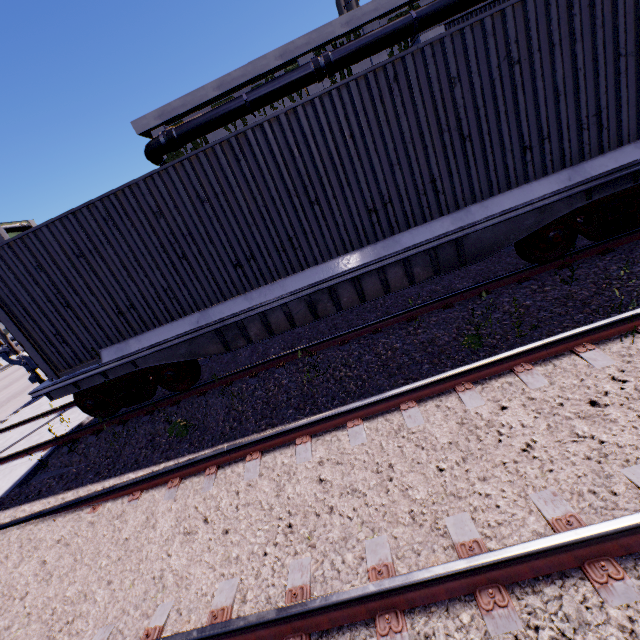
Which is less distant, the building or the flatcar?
the flatcar

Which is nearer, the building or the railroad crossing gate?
the railroad crossing gate

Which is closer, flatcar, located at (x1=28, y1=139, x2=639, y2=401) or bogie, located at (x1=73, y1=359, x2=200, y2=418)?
flatcar, located at (x1=28, y1=139, x2=639, y2=401)

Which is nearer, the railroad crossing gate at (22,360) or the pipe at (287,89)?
the railroad crossing gate at (22,360)

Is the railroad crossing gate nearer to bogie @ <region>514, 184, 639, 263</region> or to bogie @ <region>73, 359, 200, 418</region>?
bogie @ <region>73, 359, 200, 418</region>

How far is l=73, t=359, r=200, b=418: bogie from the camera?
6.5m

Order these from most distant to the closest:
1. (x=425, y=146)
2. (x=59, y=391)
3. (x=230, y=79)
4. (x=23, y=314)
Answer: (x=230, y=79), (x=59, y=391), (x=23, y=314), (x=425, y=146)

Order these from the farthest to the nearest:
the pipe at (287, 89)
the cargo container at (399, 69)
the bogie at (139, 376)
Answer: the pipe at (287, 89), the bogie at (139, 376), the cargo container at (399, 69)
